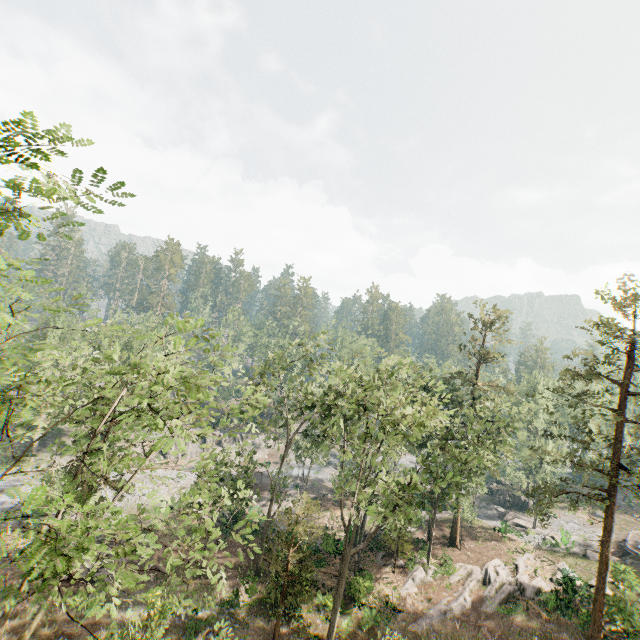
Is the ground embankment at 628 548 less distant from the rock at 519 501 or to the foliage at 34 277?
the foliage at 34 277

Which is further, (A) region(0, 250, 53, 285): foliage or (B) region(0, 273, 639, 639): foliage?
(B) region(0, 273, 639, 639): foliage

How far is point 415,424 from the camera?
21.6 meters

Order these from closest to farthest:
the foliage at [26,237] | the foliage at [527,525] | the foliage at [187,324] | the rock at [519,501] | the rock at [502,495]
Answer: the foliage at [26,237] → the foliage at [527,525] → the foliage at [187,324] → the rock at [519,501] → the rock at [502,495]

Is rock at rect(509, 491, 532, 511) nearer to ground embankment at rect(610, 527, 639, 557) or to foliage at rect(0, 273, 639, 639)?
foliage at rect(0, 273, 639, 639)

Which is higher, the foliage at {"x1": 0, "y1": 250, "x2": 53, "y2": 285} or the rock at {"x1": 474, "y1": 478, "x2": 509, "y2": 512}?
the foliage at {"x1": 0, "y1": 250, "x2": 53, "y2": 285}
